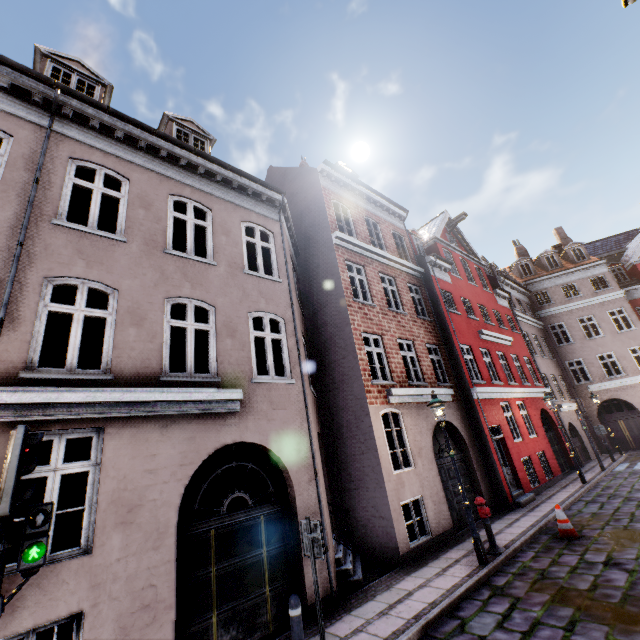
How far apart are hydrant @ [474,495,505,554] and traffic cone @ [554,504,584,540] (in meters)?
1.67

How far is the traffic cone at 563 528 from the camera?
8.2m

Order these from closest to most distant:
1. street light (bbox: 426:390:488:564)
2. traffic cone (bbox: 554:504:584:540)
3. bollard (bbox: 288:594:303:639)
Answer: bollard (bbox: 288:594:303:639) < street light (bbox: 426:390:488:564) < traffic cone (bbox: 554:504:584:540)

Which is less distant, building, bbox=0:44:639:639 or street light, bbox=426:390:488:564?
building, bbox=0:44:639:639

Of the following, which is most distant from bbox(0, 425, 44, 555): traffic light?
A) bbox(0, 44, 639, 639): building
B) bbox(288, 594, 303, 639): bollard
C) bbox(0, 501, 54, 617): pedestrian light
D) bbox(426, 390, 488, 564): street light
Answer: bbox(426, 390, 488, 564): street light

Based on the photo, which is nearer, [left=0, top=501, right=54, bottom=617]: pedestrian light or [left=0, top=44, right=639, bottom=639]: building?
[left=0, top=501, right=54, bottom=617]: pedestrian light

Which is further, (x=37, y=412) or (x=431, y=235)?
(x=431, y=235)

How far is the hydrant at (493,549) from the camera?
7.84m
